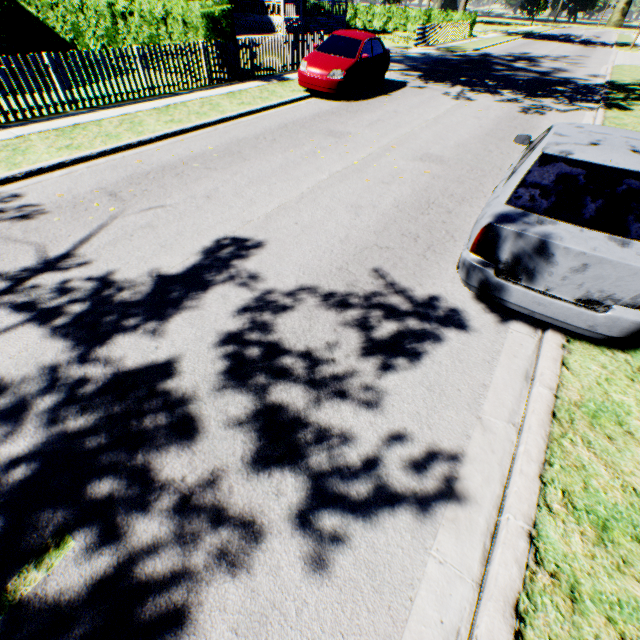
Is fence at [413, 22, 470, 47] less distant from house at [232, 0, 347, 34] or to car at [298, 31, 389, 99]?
house at [232, 0, 347, 34]

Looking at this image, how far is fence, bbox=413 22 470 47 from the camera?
23.6 meters

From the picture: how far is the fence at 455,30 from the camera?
23.6 meters

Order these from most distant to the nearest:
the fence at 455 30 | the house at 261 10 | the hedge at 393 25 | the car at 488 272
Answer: the hedge at 393 25, the house at 261 10, the fence at 455 30, the car at 488 272

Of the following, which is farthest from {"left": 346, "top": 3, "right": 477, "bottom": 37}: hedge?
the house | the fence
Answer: the house

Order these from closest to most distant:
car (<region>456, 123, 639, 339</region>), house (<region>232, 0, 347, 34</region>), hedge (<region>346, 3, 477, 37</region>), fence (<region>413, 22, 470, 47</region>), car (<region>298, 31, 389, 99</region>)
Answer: car (<region>456, 123, 639, 339</region>) → car (<region>298, 31, 389, 99</region>) → fence (<region>413, 22, 470, 47</region>) → house (<region>232, 0, 347, 34</region>) → hedge (<region>346, 3, 477, 37</region>)

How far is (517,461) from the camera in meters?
2.6 m

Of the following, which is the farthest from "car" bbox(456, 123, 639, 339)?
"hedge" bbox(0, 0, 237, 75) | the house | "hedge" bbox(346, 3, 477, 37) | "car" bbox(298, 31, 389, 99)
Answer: "hedge" bbox(346, 3, 477, 37)
